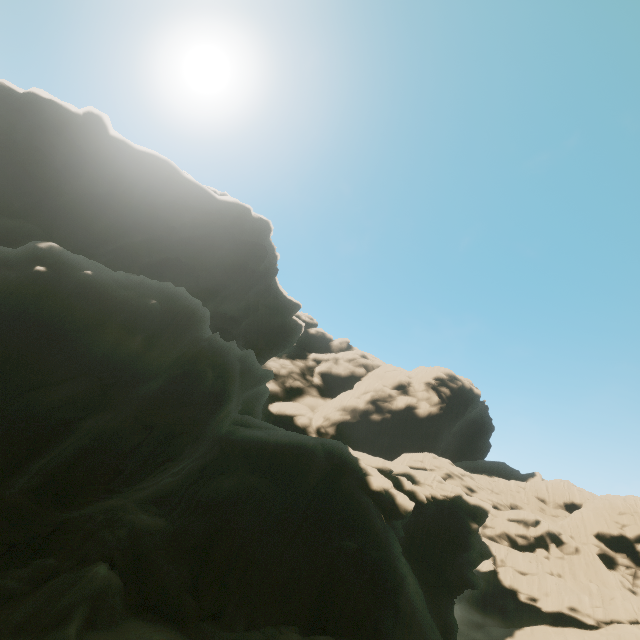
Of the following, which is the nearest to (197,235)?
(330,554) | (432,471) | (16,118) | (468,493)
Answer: (16,118)
